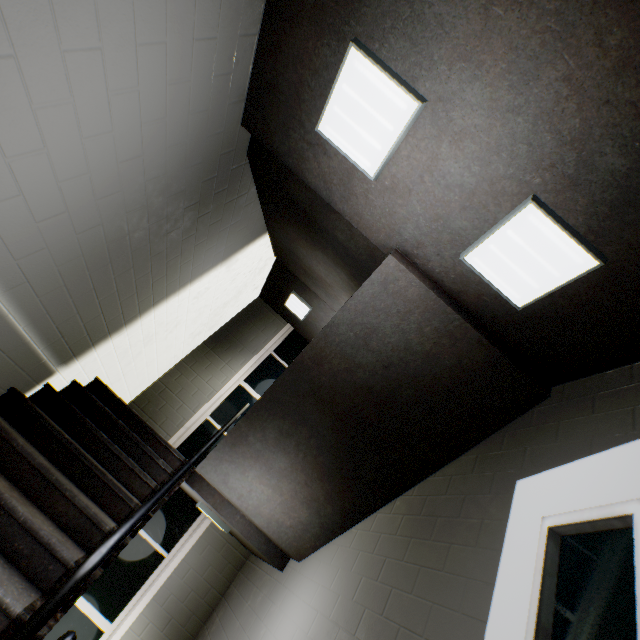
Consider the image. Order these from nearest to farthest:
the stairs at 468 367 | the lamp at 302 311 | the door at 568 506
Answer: the door at 568 506 → the stairs at 468 367 → the lamp at 302 311

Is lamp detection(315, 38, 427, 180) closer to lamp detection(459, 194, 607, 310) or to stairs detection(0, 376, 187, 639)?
stairs detection(0, 376, 187, 639)

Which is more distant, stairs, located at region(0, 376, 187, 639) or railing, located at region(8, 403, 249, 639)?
stairs, located at region(0, 376, 187, 639)

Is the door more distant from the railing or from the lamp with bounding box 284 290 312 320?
the lamp with bounding box 284 290 312 320

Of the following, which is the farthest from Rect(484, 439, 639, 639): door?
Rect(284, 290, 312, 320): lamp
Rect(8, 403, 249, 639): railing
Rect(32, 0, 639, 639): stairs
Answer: Rect(284, 290, 312, 320): lamp

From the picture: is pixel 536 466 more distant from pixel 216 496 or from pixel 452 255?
pixel 216 496

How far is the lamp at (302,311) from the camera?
6.2 meters

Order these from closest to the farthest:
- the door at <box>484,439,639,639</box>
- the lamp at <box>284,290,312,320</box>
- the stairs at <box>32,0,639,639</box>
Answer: the door at <box>484,439,639,639</box> → the stairs at <box>32,0,639,639</box> → the lamp at <box>284,290,312,320</box>
